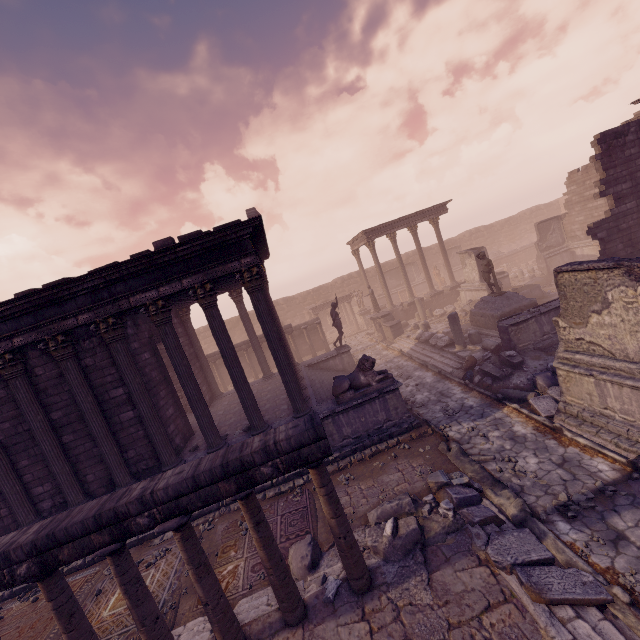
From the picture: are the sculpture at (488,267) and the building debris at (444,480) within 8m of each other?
no

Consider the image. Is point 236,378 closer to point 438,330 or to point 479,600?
point 479,600

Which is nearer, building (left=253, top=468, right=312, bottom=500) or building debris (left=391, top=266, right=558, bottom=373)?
building (left=253, top=468, right=312, bottom=500)

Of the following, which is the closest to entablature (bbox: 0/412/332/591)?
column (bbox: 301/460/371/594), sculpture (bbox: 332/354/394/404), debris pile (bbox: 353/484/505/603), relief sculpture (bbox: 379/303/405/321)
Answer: column (bbox: 301/460/371/594)

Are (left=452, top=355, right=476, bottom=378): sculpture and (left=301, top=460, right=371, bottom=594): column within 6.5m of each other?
no

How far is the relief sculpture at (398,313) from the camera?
24.9 meters

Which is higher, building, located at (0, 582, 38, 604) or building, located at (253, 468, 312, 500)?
building, located at (0, 582, 38, 604)

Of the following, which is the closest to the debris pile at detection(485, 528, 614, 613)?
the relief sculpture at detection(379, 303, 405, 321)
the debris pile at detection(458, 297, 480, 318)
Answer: the relief sculpture at detection(379, 303, 405, 321)
